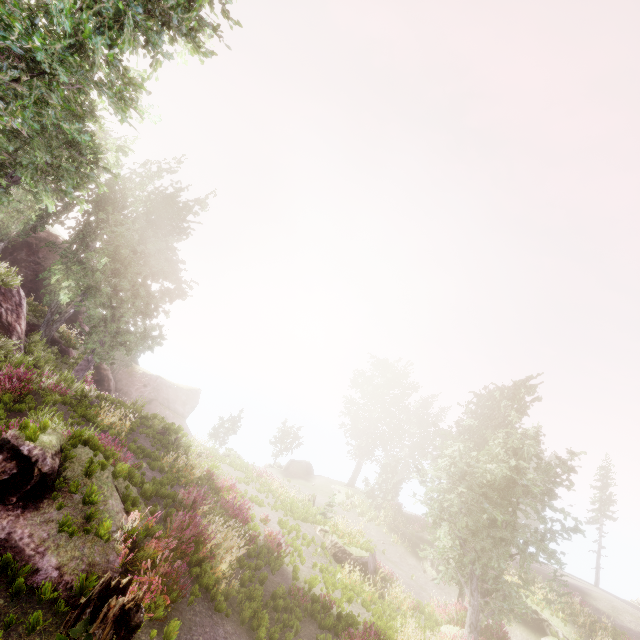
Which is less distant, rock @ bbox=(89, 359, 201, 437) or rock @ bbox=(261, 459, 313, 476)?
rock @ bbox=(89, 359, 201, 437)

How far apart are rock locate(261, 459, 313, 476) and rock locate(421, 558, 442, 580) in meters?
15.2 m

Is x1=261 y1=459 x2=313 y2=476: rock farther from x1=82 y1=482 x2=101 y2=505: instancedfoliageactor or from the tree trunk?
the tree trunk

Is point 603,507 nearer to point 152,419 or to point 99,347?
point 152,419

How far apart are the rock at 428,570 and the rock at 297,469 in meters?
15.2 m

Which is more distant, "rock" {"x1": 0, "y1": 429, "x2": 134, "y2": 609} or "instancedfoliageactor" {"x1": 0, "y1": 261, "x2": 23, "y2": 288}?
"instancedfoliageactor" {"x1": 0, "y1": 261, "x2": 23, "y2": 288}

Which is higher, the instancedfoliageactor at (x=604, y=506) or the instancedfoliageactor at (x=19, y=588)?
the instancedfoliageactor at (x=604, y=506)

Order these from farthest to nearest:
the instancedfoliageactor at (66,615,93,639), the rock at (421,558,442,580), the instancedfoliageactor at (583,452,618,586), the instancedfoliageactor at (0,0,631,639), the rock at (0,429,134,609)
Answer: the instancedfoliageactor at (583,452,618,586) → the rock at (421,558,442,580) → the instancedfoliageactor at (0,0,631,639) → the rock at (0,429,134,609) → the instancedfoliageactor at (66,615,93,639)
